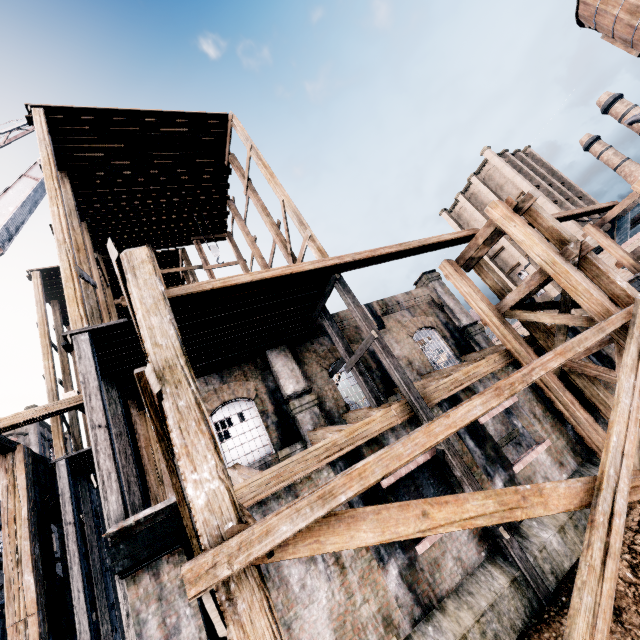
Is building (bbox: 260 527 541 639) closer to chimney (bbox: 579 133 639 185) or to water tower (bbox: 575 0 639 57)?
water tower (bbox: 575 0 639 57)

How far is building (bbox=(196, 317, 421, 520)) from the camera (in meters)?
8.55

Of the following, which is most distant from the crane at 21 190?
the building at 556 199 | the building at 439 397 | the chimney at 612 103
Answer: the chimney at 612 103

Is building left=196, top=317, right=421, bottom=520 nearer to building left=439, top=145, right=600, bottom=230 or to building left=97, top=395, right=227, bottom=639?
building left=97, top=395, right=227, bottom=639

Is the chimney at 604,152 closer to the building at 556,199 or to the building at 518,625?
the building at 556,199

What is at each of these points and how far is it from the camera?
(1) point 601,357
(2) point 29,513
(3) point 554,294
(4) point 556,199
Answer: (1) building, 15.0m
(2) building, 12.2m
(3) building, 42.5m
(4) building, 42.8m

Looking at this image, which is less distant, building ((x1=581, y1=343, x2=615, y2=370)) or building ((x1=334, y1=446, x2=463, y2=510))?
building ((x1=334, y1=446, x2=463, y2=510))

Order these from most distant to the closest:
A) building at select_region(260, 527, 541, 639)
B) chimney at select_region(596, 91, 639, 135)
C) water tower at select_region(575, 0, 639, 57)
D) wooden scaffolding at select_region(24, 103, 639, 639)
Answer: chimney at select_region(596, 91, 639, 135), water tower at select_region(575, 0, 639, 57), building at select_region(260, 527, 541, 639), wooden scaffolding at select_region(24, 103, 639, 639)
